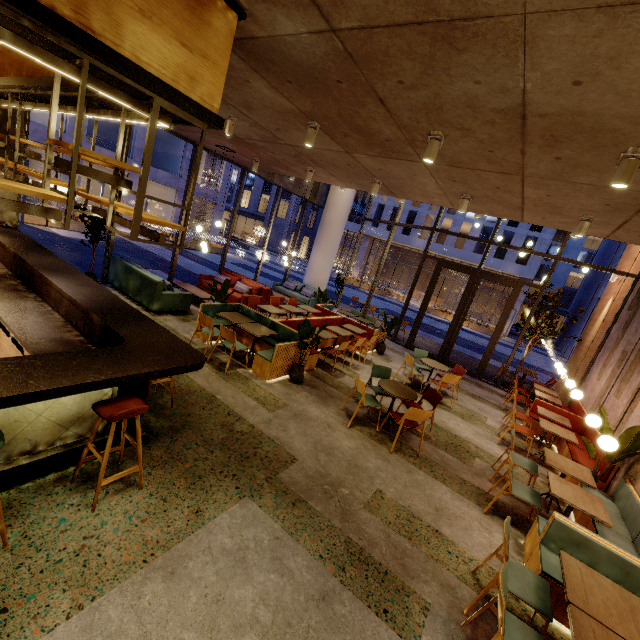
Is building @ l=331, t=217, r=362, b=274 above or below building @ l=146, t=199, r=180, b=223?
above

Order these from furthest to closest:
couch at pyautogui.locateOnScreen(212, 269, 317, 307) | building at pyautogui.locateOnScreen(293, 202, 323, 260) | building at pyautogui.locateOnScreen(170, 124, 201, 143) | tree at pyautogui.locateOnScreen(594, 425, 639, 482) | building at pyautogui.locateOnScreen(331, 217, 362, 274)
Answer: building at pyautogui.locateOnScreen(293, 202, 323, 260) < building at pyautogui.locateOnScreen(331, 217, 362, 274) < couch at pyautogui.locateOnScreen(212, 269, 317, 307) < building at pyautogui.locateOnScreen(170, 124, 201, 143) < tree at pyautogui.locateOnScreen(594, 425, 639, 482)

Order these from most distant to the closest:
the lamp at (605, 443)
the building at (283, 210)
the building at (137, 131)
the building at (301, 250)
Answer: the building at (301, 250), the building at (283, 210), the building at (137, 131), the lamp at (605, 443)

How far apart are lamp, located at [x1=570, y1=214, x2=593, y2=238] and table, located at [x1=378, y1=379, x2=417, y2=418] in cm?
388

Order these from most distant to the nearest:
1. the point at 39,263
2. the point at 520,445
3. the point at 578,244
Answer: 1. the point at 578,244
2. the point at 520,445
3. the point at 39,263

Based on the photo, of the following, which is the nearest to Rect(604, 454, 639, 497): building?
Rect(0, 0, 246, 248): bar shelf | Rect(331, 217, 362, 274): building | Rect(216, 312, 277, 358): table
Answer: Rect(0, 0, 246, 248): bar shelf

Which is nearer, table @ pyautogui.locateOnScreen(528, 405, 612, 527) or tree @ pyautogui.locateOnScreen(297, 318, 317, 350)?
table @ pyautogui.locateOnScreen(528, 405, 612, 527)

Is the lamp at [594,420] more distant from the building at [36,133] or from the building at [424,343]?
the building at [36,133]
